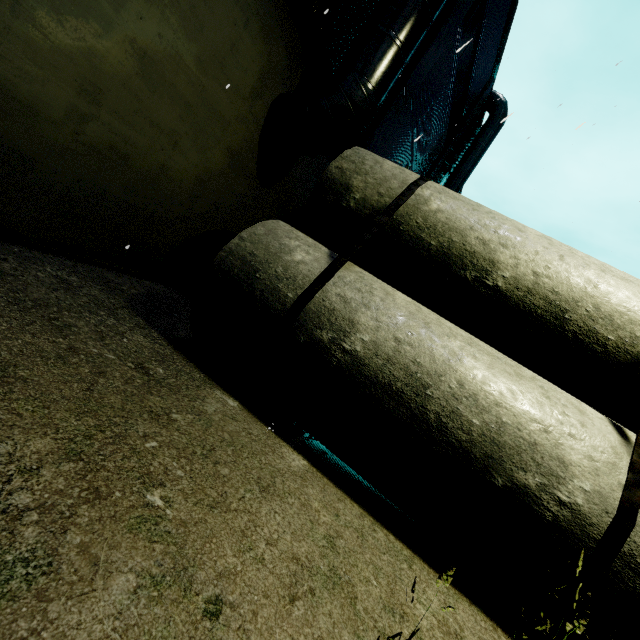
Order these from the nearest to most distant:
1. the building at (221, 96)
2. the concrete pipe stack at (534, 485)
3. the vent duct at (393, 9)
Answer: the concrete pipe stack at (534, 485), the building at (221, 96), the vent duct at (393, 9)

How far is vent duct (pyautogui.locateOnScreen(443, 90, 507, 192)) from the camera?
17.64m

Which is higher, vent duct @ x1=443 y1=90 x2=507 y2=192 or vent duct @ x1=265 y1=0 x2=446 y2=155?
vent duct @ x1=443 y1=90 x2=507 y2=192

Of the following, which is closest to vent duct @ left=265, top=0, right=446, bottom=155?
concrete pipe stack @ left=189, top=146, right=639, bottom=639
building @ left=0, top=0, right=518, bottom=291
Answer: building @ left=0, top=0, right=518, bottom=291

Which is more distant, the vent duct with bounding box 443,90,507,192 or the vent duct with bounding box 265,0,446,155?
the vent duct with bounding box 443,90,507,192

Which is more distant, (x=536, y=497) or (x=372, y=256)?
(x=372, y=256)

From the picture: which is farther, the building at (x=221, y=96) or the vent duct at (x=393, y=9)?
the vent duct at (x=393, y=9)
